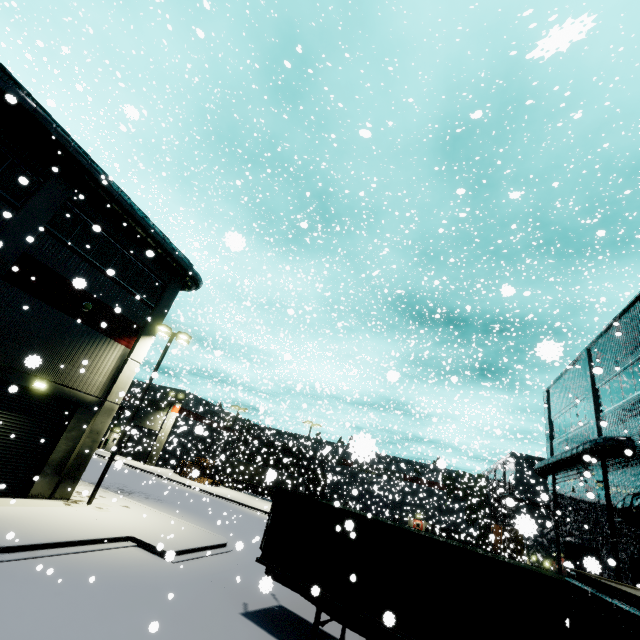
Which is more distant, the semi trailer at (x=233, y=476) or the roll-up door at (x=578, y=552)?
the semi trailer at (x=233, y=476)

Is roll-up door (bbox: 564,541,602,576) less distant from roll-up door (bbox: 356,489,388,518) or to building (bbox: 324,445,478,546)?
building (bbox: 324,445,478,546)

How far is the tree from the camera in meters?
39.9

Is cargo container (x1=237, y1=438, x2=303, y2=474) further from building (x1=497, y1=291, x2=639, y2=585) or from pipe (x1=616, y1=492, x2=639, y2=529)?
pipe (x1=616, y1=492, x2=639, y2=529)

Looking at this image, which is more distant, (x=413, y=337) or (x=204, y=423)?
(x=204, y=423)

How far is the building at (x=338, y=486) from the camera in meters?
30.7 m

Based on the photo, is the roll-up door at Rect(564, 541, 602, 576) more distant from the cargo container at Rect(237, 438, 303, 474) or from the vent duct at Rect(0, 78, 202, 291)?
the vent duct at Rect(0, 78, 202, 291)

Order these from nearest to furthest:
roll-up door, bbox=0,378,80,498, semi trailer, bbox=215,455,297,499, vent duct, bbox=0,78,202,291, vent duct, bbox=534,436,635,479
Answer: vent duct, bbox=0,78,202,291, roll-up door, bbox=0,378,80,498, vent duct, bbox=534,436,635,479, semi trailer, bbox=215,455,297,499
